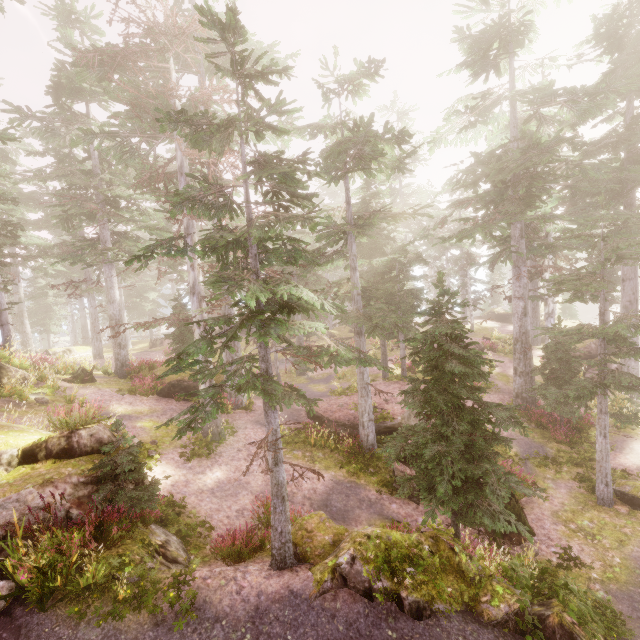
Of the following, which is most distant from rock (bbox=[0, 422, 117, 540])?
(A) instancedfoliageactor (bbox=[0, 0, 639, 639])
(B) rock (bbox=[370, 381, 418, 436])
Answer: (B) rock (bbox=[370, 381, 418, 436])

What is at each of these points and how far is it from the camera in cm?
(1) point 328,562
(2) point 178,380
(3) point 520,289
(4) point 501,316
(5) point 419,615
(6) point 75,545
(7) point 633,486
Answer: (1) rock, 711
(2) rock, 1841
(3) instancedfoliageactor, 1825
(4) rock, 4178
(5) rock, 636
(6) instancedfoliageactor, 617
(7) rock, 1191

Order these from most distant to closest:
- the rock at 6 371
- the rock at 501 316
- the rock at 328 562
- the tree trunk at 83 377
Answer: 1. the rock at 501 316
2. the tree trunk at 83 377
3. the rock at 6 371
4. the rock at 328 562

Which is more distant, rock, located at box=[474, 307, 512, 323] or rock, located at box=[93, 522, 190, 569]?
rock, located at box=[474, 307, 512, 323]

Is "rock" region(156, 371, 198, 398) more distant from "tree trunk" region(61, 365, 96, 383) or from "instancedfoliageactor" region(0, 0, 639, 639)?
"tree trunk" region(61, 365, 96, 383)

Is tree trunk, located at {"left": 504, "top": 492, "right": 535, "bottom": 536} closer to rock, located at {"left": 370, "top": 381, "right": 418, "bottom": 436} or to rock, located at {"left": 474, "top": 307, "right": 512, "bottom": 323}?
rock, located at {"left": 370, "top": 381, "right": 418, "bottom": 436}

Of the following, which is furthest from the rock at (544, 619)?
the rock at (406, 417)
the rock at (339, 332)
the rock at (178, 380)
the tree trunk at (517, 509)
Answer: the rock at (339, 332)

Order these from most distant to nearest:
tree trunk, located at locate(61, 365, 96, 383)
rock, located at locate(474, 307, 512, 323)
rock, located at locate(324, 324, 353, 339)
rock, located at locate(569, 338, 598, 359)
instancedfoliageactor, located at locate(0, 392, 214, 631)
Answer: rock, located at locate(474, 307, 512, 323)
rock, located at locate(324, 324, 353, 339)
rock, located at locate(569, 338, 598, 359)
tree trunk, located at locate(61, 365, 96, 383)
instancedfoliageactor, located at locate(0, 392, 214, 631)
